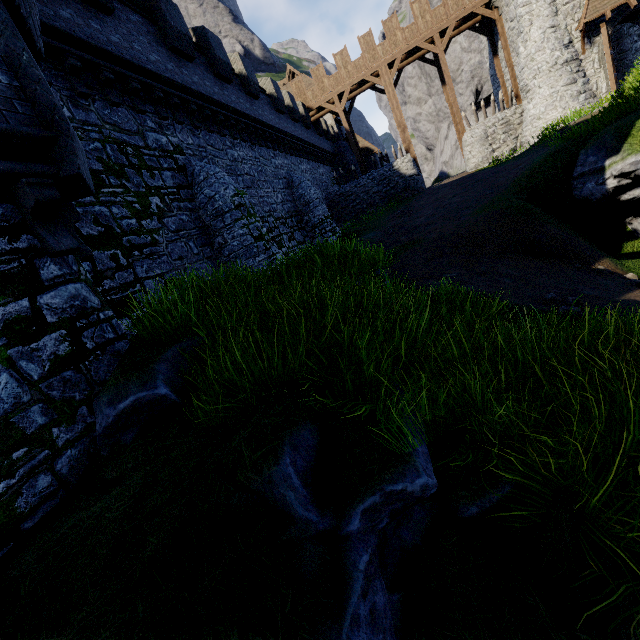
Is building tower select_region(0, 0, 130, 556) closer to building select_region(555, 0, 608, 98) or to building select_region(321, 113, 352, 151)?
building select_region(555, 0, 608, 98)

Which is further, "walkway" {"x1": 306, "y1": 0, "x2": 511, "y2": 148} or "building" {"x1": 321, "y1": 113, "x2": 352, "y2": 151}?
"building" {"x1": 321, "y1": 113, "x2": 352, "y2": 151}

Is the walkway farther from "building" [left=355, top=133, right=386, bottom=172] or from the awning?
"building" [left=355, top=133, right=386, bottom=172]

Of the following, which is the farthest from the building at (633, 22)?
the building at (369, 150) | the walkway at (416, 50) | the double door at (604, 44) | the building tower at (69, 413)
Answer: the building tower at (69, 413)

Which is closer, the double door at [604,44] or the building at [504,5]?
the double door at [604,44]

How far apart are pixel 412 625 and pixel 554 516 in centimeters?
139cm

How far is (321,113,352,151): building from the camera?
36.1m

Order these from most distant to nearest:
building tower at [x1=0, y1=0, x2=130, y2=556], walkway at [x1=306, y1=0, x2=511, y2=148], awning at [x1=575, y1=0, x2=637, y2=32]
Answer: walkway at [x1=306, y1=0, x2=511, y2=148]
awning at [x1=575, y1=0, x2=637, y2=32]
building tower at [x1=0, y1=0, x2=130, y2=556]
